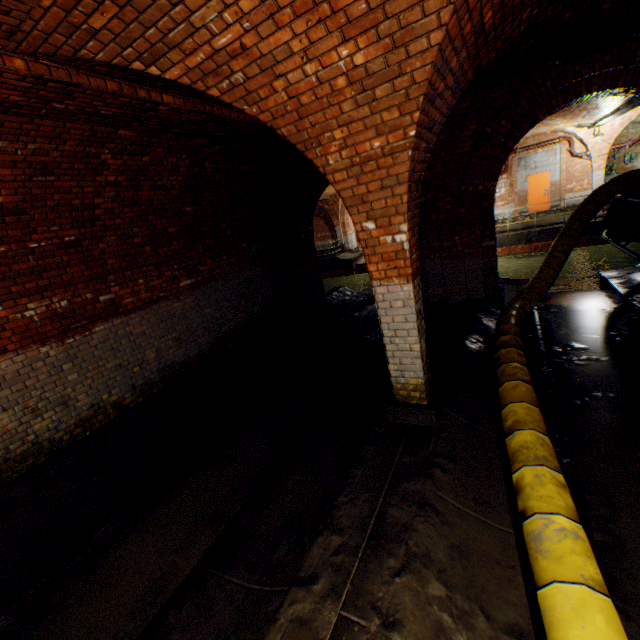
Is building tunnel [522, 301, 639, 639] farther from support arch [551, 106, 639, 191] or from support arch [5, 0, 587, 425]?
support arch [551, 106, 639, 191]

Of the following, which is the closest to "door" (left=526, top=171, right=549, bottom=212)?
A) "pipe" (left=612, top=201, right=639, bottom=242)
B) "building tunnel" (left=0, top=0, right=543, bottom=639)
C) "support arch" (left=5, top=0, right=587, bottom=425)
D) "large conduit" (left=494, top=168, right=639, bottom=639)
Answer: "large conduit" (left=494, top=168, right=639, bottom=639)

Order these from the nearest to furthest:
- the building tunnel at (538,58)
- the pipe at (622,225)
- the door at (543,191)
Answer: the building tunnel at (538,58)
the pipe at (622,225)
the door at (543,191)

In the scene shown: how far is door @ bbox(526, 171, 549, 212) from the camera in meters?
18.0 m

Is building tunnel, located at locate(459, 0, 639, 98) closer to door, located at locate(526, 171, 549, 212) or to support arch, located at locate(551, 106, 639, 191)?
support arch, located at locate(551, 106, 639, 191)

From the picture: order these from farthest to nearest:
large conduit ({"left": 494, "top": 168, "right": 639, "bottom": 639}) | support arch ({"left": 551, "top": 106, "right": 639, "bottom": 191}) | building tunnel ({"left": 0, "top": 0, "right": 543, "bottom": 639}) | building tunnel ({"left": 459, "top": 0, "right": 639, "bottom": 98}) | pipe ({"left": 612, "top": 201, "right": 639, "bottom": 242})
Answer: support arch ({"left": 551, "top": 106, "right": 639, "bottom": 191})
pipe ({"left": 612, "top": 201, "right": 639, "bottom": 242})
building tunnel ({"left": 459, "top": 0, "right": 639, "bottom": 98})
building tunnel ({"left": 0, "top": 0, "right": 543, "bottom": 639})
large conduit ({"left": 494, "top": 168, "right": 639, "bottom": 639})

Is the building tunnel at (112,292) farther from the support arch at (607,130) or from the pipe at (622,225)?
the support arch at (607,130)

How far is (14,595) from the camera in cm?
338
